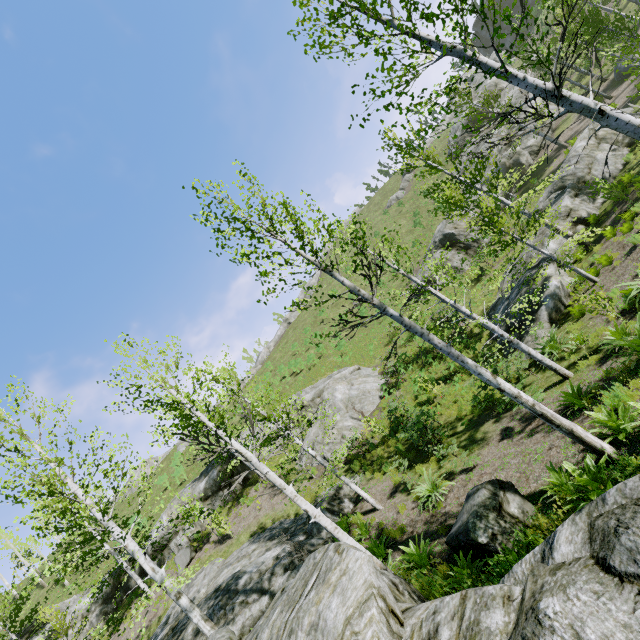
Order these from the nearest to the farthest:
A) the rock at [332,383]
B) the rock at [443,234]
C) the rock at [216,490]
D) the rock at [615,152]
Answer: the rock at [615,152] → the rock at [332,383] → the rock at [216,490] → the rock at [443,234]

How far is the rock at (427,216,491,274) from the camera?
27.5 meters

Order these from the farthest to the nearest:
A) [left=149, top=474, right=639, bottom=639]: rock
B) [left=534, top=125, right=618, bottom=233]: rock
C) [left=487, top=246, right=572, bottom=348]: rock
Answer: [left=534, top=125, right=618, bottom=233]: rock
[left=487, top=246, right=572, bottom=348]: rock
[left=149, top=474, right=639, bottom=639]: rock

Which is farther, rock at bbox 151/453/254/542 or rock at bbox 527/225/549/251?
rock at bbox 151/453/254/542

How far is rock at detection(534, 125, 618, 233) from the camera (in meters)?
16.94

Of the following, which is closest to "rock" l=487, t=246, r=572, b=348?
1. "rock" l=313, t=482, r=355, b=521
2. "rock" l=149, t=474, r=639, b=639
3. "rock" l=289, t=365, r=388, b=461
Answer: "rock" l=289, t=365, r=388, b=461

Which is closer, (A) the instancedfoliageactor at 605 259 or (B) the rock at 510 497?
(B) the rock at 510 497

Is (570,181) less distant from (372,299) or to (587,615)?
(372,299)
